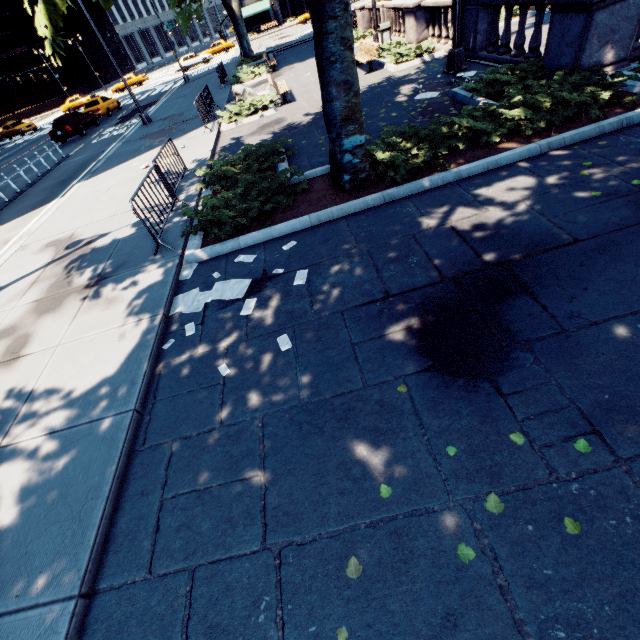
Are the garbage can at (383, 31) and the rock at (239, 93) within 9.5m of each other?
yes

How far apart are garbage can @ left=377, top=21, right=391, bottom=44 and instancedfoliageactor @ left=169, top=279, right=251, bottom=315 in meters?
18.0 m

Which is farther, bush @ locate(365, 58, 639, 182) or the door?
the door

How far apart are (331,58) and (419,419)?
5.90m

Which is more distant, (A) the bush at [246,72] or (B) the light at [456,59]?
(A) the bush at [246,72]

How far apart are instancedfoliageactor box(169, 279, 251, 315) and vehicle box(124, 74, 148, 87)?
55.40m

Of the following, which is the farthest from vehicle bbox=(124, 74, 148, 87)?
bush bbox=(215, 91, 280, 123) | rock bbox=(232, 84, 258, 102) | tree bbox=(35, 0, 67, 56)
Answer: bush bbox=(215, 91, 280, 123)

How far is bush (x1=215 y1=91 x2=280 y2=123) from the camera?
13.4 meters
